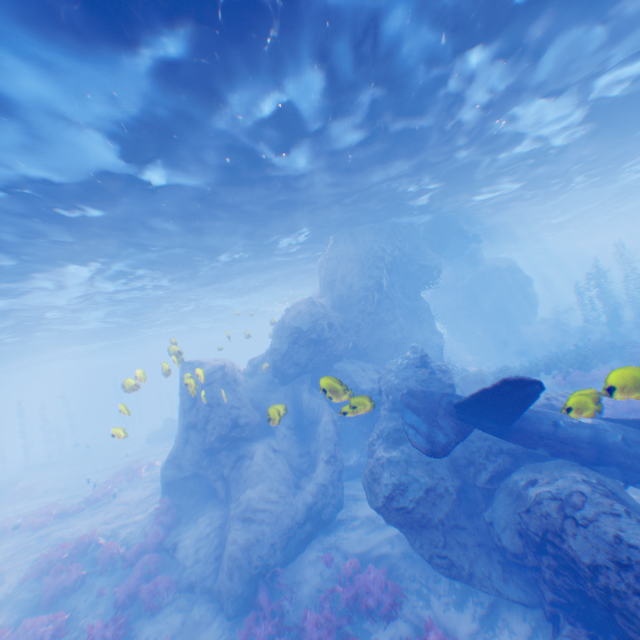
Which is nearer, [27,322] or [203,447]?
[203,447]

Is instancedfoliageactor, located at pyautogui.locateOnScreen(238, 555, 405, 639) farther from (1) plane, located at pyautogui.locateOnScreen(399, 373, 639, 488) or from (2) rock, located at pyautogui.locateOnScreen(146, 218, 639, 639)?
(1) plane, located at pyautogui.locateOnScreen(399, 373, 639, 488)

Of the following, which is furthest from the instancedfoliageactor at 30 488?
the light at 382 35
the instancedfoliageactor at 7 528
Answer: the light at 382 35

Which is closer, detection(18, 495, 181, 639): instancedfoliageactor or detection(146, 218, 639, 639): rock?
detection(146, 218, 639, 639): rock

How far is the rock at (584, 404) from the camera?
4.8m

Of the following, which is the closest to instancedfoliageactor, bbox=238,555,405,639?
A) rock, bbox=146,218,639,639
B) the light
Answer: rock, bbox=146,218,639,639

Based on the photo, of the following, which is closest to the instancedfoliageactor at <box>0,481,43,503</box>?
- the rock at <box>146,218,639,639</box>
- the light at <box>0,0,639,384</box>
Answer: the rock at <box>146,218,639,639</box>
